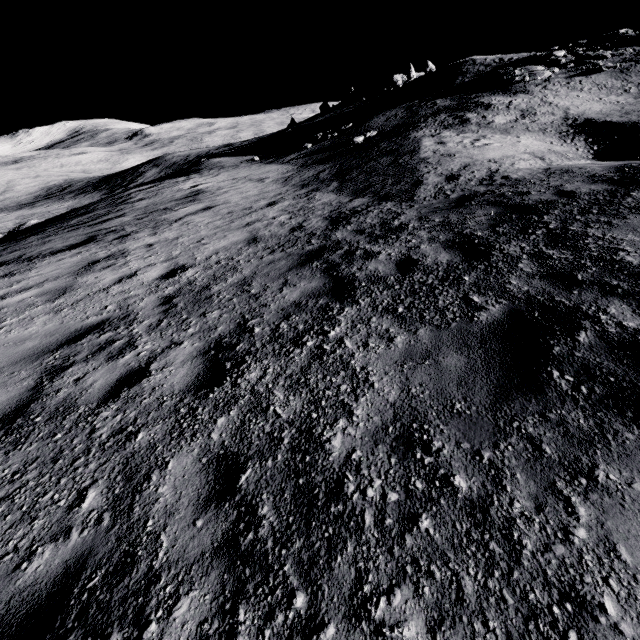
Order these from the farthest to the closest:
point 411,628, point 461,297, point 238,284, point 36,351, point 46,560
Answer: point 238,284 < point 36,351 < point 461,297 < point 46,560 < point 411,628
